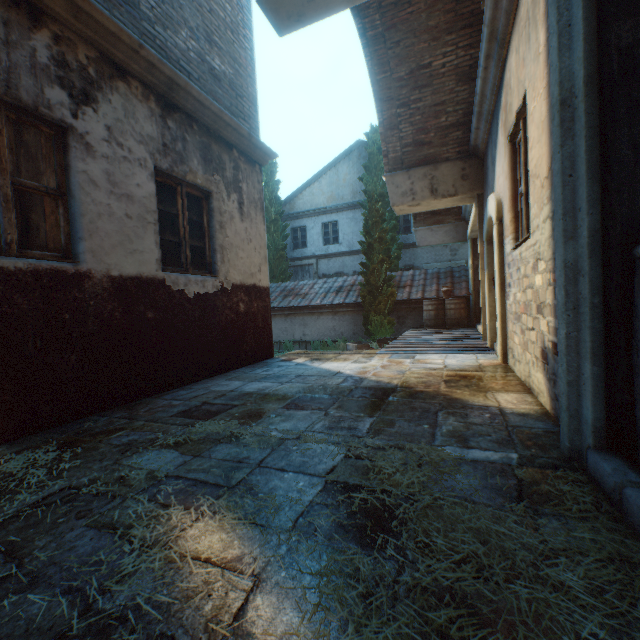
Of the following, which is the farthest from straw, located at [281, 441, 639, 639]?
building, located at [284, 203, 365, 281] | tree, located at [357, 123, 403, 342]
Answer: building, located at [284, 203, 365, 281]

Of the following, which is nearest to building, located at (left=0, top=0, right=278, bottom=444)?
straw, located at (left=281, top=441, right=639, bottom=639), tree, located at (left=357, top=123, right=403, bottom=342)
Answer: tree, located at (left=357, top=123, right=403, bottom=342)

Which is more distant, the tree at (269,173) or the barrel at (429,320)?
the tree at (269,173)

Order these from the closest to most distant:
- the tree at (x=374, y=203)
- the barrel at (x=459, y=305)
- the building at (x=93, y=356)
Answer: the building at (x=93, y=356)
the barrel at (x=459, y=305)
the tree at (x=374, y=203)

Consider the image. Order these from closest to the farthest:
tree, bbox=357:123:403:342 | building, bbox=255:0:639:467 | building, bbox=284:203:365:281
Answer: building, bbox=255:0:639:467 → tree, bbox=357:123:403:342 → building, bbox=284:203:365:281

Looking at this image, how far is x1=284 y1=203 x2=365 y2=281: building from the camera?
17.9 meters

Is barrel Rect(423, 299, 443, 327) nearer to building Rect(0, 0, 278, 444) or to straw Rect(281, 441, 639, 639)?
building Rect(0, 0, 278, 444)

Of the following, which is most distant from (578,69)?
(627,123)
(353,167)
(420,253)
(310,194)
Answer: (310,194)
